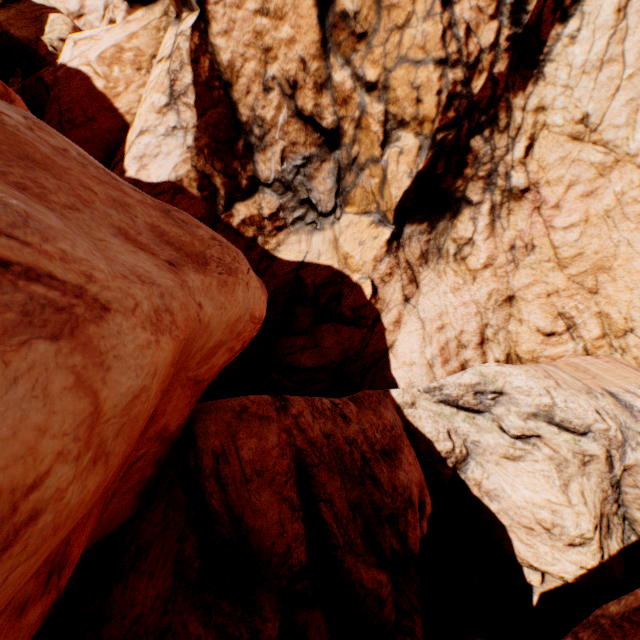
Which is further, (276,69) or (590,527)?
(276,69)
